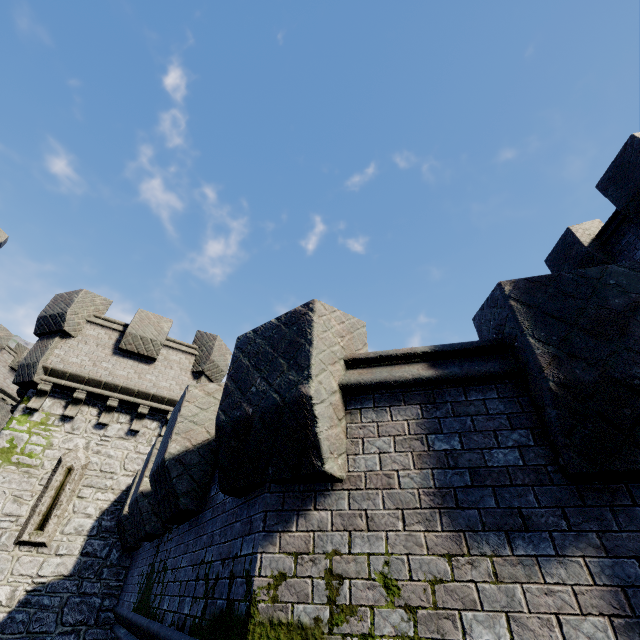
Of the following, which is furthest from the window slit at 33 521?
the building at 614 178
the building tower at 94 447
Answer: the building at 614 178

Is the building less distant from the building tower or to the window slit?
the building tower

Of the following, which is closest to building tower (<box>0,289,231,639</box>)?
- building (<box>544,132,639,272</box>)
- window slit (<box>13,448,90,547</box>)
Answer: window slit (<box>13,448,90,547</box>)

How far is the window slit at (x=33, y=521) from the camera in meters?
8.6

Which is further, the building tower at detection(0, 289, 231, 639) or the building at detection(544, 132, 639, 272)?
the building tower at detection(0, 289, 231, 639)

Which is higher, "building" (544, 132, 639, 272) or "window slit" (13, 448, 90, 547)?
"building" (544, 132, 639, 272)

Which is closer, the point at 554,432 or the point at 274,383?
the point at 554,432
